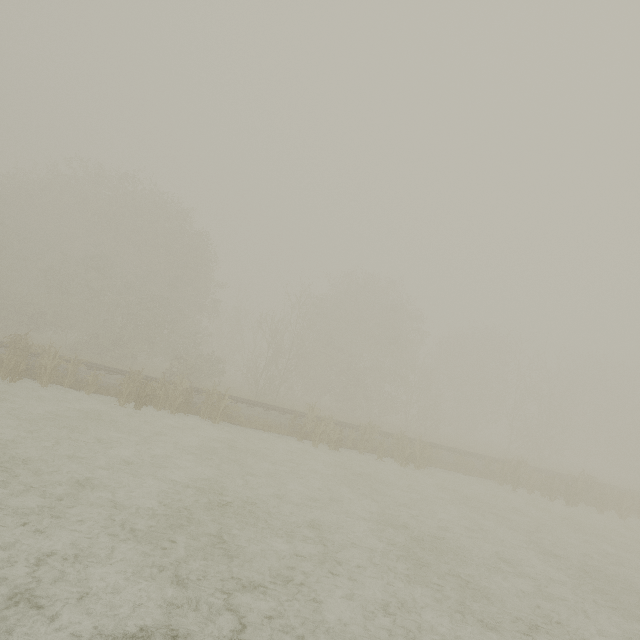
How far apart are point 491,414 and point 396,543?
42.37m
